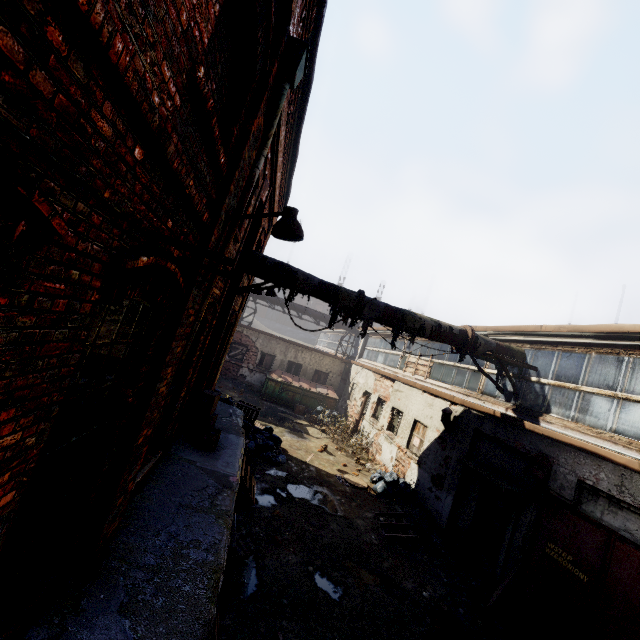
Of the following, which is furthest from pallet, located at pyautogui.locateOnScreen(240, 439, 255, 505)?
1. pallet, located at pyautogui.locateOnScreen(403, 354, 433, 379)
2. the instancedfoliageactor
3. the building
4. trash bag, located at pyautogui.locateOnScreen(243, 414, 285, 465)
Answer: pallet, located at pyautogui.locateOnScreen(403, 354, 433, 379)

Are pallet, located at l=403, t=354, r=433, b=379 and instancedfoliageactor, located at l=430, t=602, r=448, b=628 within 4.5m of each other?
no

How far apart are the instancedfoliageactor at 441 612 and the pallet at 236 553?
3.5 meters

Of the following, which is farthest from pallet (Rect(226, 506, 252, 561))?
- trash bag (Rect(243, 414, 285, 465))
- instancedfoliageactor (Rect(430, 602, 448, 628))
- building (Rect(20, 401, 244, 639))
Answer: instancedfoliageactor (Rect(430, 602, 448, 628))

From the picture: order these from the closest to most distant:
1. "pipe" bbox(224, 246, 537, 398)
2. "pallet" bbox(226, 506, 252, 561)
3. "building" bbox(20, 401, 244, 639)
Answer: "building" bbox(20, 401, 244, 639) → "pallet" bbox(226, 506, 252, 561) → "pipe" bbox(224, 246, 537, 398)

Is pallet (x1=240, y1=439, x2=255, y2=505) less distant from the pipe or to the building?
the building

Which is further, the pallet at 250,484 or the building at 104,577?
the pallet at 250,484

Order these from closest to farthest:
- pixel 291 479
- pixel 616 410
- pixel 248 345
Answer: pixel 616 410
pixel 291 479
pixel 248 345
